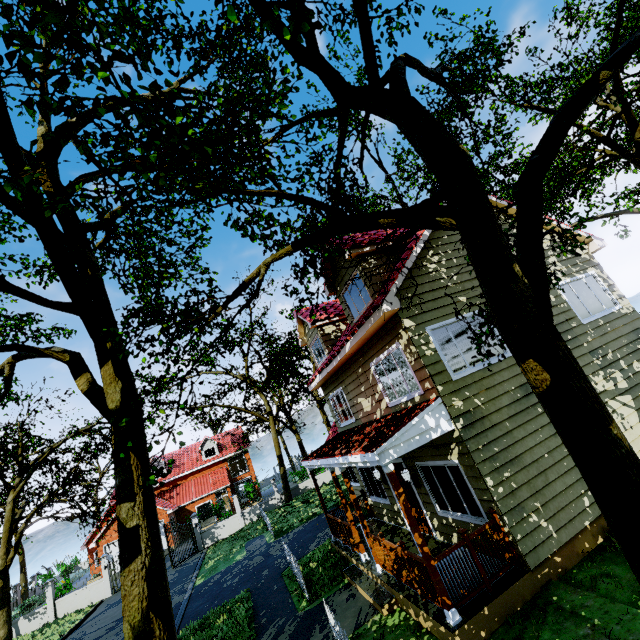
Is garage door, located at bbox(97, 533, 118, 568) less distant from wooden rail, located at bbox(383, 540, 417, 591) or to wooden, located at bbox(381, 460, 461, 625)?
wooden rail, located at bbox(383, 540, 417, 591)

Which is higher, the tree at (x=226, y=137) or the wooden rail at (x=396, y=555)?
the tree at (x=226, y=137)

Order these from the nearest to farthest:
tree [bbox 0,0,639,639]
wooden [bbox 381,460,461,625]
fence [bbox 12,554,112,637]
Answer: tree [bbox 0,0,639,639] → wooden [bbox 381,460,461,625] → fence [bbox 12,554,112,637]

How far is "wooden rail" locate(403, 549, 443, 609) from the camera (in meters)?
6.06

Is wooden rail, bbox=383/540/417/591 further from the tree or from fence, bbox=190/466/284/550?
fence, bbox=190/466/284/550

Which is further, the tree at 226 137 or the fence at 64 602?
the fence at 64 602

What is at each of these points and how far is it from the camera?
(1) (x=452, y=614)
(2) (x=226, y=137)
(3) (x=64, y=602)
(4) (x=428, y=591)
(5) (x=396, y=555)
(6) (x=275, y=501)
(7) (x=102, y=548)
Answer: (1) wooden, 5.63m
(2) tree, 7.01m
(3) fence, 21.73m
(4) wooden rail, 6.30m
(5) wooden rail, 7.33m
(6) fence, 27.19m
(7) garage door, 29.02m

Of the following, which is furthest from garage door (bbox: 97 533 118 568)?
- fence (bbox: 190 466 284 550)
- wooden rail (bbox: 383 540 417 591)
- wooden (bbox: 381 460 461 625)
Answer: wooden (bbox: 381 460 461 625)
